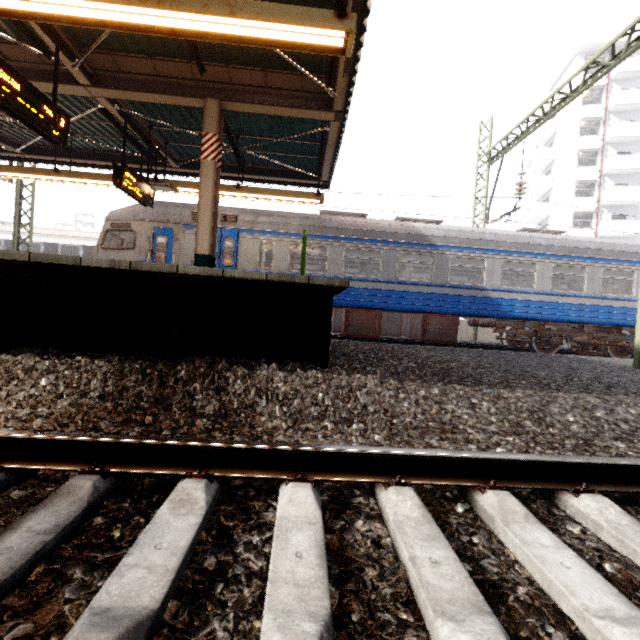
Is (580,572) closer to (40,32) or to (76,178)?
(40,32)

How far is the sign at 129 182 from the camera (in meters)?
7.22

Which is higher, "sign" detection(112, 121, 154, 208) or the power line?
the power line

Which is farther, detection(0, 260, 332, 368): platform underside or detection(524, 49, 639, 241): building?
detection(524, 49, 639, 241): building

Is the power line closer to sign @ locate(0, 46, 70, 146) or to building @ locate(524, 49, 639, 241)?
sign @ locate(0, 46, 70, 146)

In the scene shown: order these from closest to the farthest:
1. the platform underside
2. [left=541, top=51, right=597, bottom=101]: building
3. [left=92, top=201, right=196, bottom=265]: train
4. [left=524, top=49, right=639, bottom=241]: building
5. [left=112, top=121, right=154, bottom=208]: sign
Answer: the platform underside → [left=112, top=121, right=154, bottom=208]: sign → [left=92, top=201, right=196, bottom=265]: train → [left=524, top=49, right=639, bottom=241]: building → [left=541, top=51, right=597, bottom=101]: building

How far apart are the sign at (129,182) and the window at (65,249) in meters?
22.3

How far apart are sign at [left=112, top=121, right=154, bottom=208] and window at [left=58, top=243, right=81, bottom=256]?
22.3 meters
